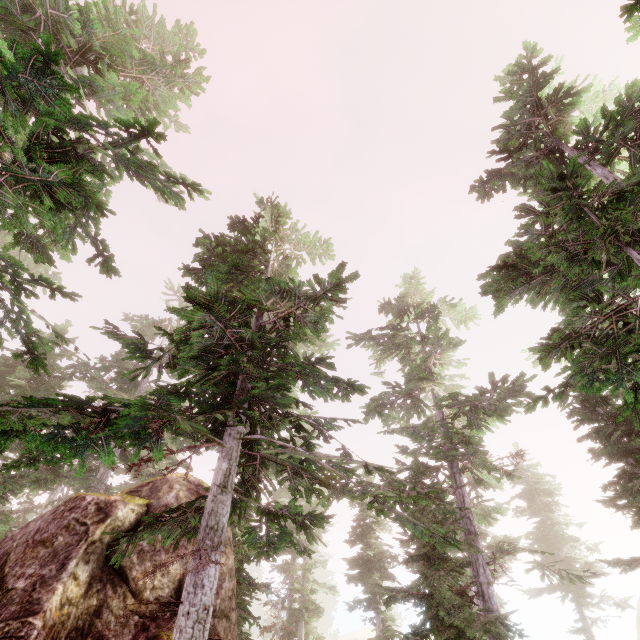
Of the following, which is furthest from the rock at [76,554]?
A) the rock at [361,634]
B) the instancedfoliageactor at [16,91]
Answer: the rock at [361,634]

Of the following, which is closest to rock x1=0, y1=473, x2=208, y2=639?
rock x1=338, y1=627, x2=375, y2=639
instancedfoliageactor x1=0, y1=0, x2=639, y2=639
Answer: instancedfoliageactor x1=0, y1=0, x2=639, y2=639

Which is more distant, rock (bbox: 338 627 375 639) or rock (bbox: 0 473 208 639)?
rock (bbox: 338 627 375 639)

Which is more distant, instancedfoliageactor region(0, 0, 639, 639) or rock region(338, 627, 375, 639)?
rock region(338, 627, 375, 639)

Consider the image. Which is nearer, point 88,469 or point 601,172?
point 601,172

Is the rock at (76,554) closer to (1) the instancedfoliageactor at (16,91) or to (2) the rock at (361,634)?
(1) the instancedfoliageactor at (16,91)

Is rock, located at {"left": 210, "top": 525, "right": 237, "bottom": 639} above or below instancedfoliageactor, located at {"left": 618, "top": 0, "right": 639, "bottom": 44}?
below
